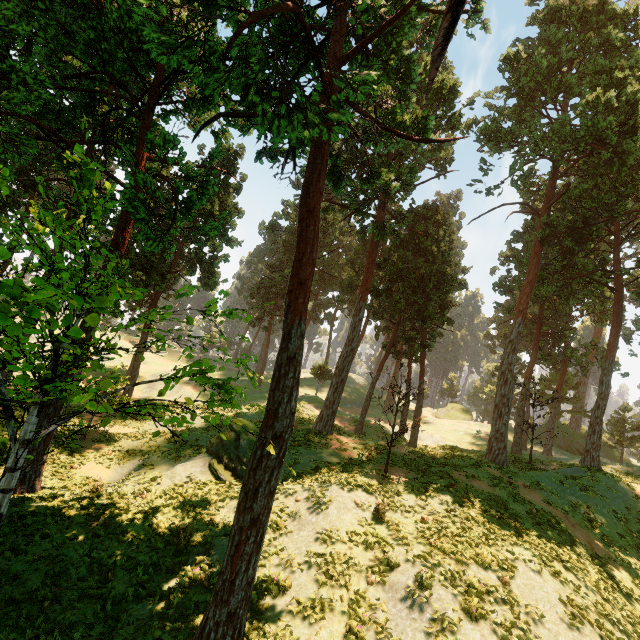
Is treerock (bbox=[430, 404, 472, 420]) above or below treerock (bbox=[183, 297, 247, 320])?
above

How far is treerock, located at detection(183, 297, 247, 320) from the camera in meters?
8.6

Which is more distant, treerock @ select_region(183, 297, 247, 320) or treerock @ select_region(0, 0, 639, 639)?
treerock @ select_region(183, 297, 247, 320)

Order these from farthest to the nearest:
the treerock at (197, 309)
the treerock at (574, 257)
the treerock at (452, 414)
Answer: the treerock at (452, 414)
the treerock at (197, 309)
the treerock at (574, 257)

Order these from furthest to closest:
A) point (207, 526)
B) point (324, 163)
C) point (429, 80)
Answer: point (207, 526), point (324, 163), point (429, 80)

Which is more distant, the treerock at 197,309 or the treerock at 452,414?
the treerock at 452,414
